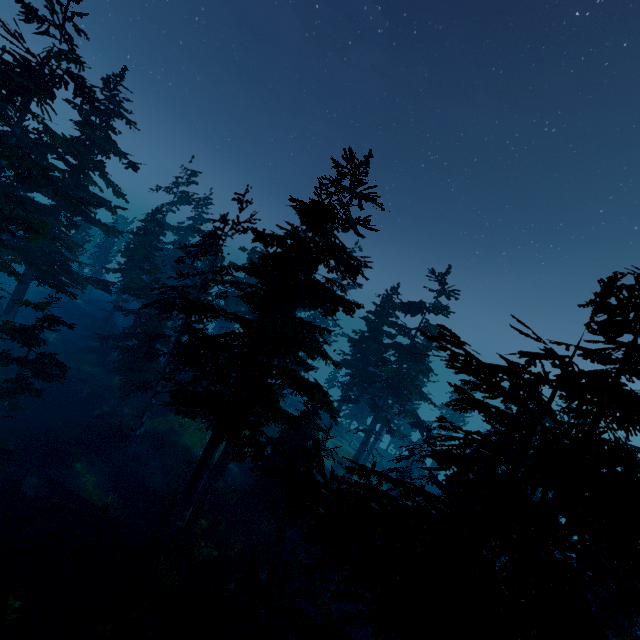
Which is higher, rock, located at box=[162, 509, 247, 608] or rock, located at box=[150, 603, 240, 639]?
rock, located at box=[150, 603, 240, 639]

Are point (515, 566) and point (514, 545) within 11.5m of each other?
yes

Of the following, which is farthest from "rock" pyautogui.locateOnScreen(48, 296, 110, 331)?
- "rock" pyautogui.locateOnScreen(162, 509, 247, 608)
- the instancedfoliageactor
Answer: "rock" pyautogui.locateOnScreen(162, 509, 247, 608)

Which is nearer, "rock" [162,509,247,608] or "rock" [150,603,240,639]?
"rock" [150,603,240,639]

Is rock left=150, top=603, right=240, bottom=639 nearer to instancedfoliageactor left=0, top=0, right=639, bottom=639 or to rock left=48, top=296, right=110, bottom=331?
instancedfoliageactor left=0, top=0, right=639, bottom=639

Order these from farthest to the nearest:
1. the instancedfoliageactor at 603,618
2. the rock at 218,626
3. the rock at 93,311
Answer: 1. the rock at 93,311
2. the rock at 218,626
3. the instancedfoliageactor at 603,618

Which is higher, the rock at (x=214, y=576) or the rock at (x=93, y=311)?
the rock at (x=93, y=311)

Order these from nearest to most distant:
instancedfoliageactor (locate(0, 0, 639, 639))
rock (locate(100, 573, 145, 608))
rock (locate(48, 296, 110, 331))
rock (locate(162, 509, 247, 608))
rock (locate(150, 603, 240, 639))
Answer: instancedfoliageactor (locate(0, 0, 639, 639)) → rock (locate(150, 603, 240, 639)) → rock (locate(100, 573, 145, 608)) → rock (locate(162, 509, 247, 608)) → rock (locate(48, 296, 110, 331))
